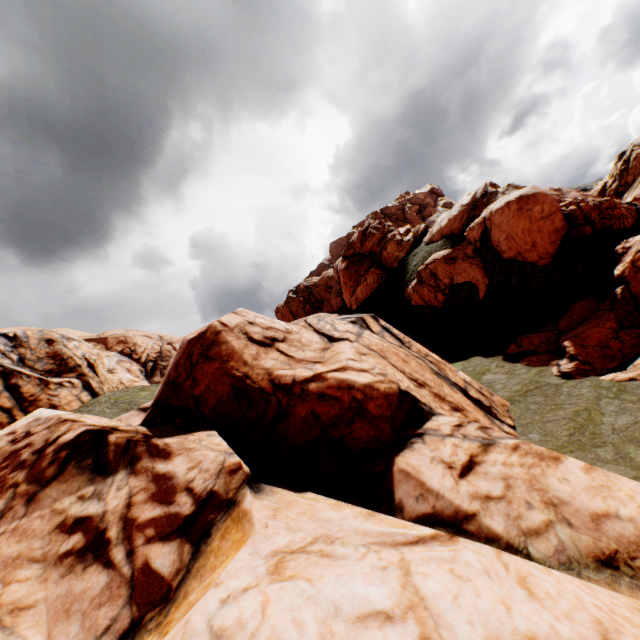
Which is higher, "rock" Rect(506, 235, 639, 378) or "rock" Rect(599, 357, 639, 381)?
"rock" Rect(506, 235, 639, 378)

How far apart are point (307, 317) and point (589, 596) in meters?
13.8

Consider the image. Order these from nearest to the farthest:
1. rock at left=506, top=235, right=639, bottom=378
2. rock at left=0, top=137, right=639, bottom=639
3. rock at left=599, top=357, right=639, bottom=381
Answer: rock at left=0, top=137, right=639, bottom=639 → rock at left=599, top=357, right=639, bottom=381 → rock at left=506, top=235, right=639, bottom=378

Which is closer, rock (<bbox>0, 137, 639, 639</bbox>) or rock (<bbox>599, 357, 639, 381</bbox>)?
rock (<bbox>0, 137, 639, 639</bbox>)

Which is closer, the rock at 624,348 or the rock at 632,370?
the rock at 632,370

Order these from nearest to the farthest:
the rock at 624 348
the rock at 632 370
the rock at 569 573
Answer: the rock at 569 573, the rock at 632 370, the rock at 624 348
